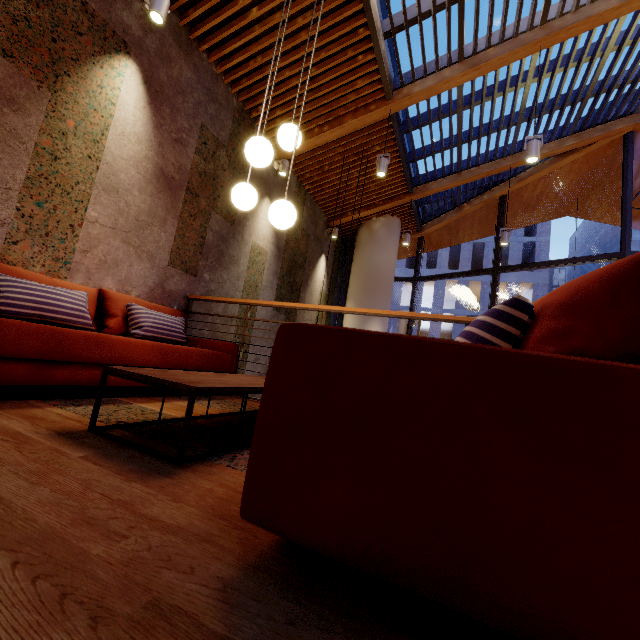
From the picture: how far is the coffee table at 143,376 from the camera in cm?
134

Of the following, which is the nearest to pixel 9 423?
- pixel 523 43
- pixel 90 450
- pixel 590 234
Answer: pixel 90 450

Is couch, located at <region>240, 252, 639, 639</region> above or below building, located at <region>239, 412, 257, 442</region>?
above

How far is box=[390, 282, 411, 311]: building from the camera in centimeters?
3158cm

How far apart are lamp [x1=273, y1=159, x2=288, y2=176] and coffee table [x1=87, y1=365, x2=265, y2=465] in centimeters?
416cm

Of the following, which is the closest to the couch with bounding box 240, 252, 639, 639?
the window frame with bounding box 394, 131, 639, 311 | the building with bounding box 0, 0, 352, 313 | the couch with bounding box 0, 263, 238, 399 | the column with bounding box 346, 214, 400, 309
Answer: the building with bounding box 0, 0, 352, 313

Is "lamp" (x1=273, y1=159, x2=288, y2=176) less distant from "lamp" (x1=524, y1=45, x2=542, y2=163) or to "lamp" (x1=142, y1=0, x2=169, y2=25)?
"lamp" (x1=142, y1=0, x2=169, y2=25)

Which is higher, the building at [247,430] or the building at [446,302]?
the building at [446,302]
